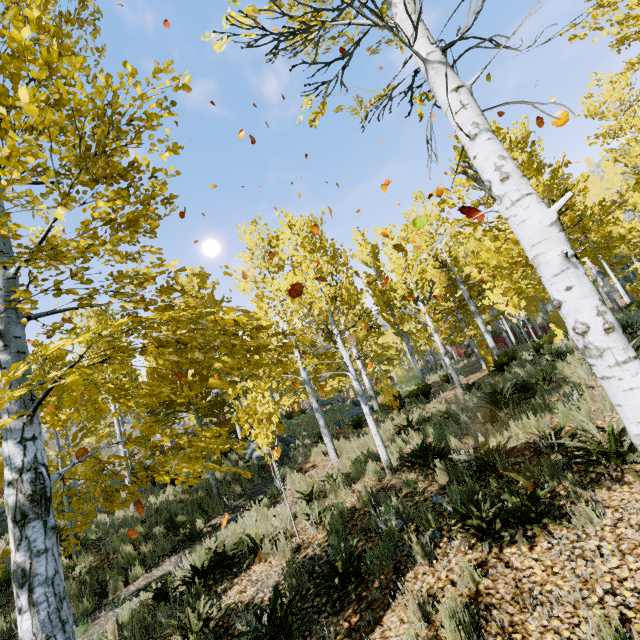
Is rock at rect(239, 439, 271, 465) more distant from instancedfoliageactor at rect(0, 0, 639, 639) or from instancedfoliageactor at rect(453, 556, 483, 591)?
instancedfoliageactor at rect(453, 556, 483, 591)

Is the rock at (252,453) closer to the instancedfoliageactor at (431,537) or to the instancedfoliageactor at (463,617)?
the instancedfoliageactor at (463,617)

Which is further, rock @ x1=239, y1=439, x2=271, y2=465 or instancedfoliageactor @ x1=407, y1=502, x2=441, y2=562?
rock @ x1=239, y1=439, x2=271, y2=465

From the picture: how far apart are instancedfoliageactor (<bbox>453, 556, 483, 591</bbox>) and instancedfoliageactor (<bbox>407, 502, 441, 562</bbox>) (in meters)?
0.88

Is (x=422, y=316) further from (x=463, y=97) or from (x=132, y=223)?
(x=132, y=223)

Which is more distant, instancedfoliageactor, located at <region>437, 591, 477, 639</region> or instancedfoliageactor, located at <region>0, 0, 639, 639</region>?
instancedfoliageactor, located at <region>437, 591, 477, 639</region>

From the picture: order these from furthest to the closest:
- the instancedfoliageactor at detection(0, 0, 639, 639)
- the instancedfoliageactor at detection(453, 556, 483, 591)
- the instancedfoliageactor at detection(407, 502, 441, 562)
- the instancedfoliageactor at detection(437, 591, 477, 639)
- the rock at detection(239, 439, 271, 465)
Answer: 1. the rock at detection(239, 439, 271, 465)
2. the instancedfoliageactor at detection(407, 502, 441, 562)
3. the instancedfoliageactor at detection(453, 556, 483, 591)
4. the instancedfoliageactor at detection(437, 591, 477, 639)
5. the instancedfoliageactor at detection(0, 0, 639, 639)

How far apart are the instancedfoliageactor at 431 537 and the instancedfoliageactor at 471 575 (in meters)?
0.88
